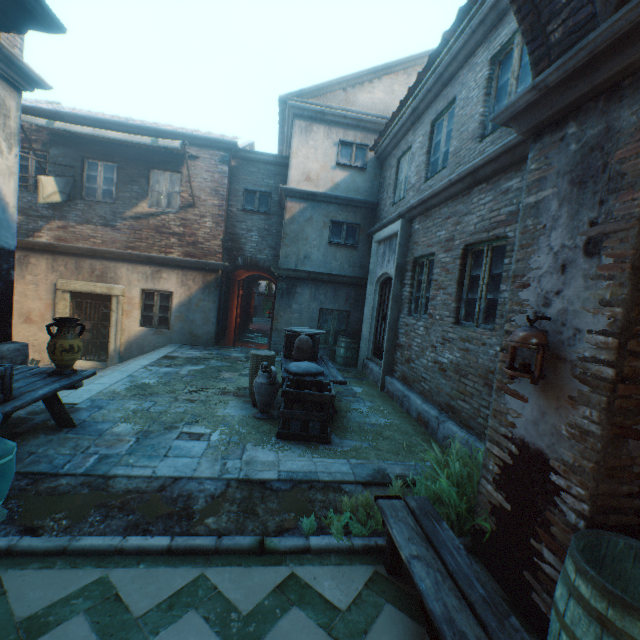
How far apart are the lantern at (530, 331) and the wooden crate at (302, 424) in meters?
2.7 m

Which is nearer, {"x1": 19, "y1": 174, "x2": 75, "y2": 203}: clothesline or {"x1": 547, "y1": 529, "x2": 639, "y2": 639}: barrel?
{"x1": 547, "y1": 529, "x2": 639, "y2": 639}: barrel

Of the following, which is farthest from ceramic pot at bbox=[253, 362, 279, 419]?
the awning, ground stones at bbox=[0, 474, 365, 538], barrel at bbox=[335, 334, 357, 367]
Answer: the awning

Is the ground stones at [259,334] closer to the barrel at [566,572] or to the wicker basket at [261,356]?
the wicker basket at [261,356]

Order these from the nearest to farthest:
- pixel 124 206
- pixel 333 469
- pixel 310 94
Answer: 1. pixel 333 469
2. pixel 310 94
3. pixel 124 206

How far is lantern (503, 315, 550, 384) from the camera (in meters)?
2.22

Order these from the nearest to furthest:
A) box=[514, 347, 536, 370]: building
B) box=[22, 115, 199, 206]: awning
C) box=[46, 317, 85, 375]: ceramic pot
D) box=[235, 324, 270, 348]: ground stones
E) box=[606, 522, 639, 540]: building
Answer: box=[606, 522, 639, 540]: building < box=[514, 347, 536, 370]: building < box=[46, 317, 85, 375]: ceramic pot < box=[22, 115, 199, 206]: awning < box=[235, 324, 270, 348]: ground stones

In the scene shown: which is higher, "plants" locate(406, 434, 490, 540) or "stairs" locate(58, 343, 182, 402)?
"plants" locate(406, 434, 490, 540)
